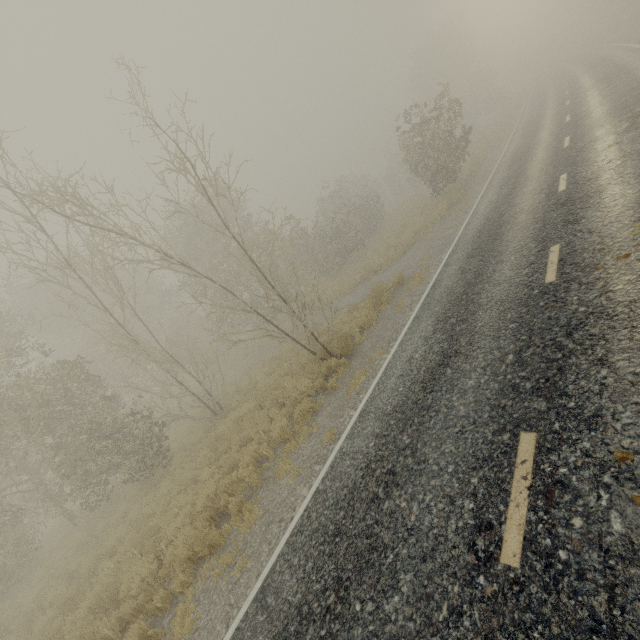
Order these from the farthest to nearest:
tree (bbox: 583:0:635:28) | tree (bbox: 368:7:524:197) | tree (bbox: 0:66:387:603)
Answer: tree (bbox: 583:0:635:28)
tree (bbox: 368:7:524:197)
tree (bbox: 0:66:387:603)

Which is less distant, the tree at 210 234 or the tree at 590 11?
the tree at 210 234

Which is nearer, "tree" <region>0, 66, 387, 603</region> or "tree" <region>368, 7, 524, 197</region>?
"tree" <region>0, 66, 387, 603</region>

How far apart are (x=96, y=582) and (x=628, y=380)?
13.5m

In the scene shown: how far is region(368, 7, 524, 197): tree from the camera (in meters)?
18.79

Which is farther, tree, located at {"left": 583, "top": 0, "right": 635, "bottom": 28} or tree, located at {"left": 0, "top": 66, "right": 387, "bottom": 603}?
tree, located at {"left": 583, "top": 0, "right": 635, "bottom": 28}
